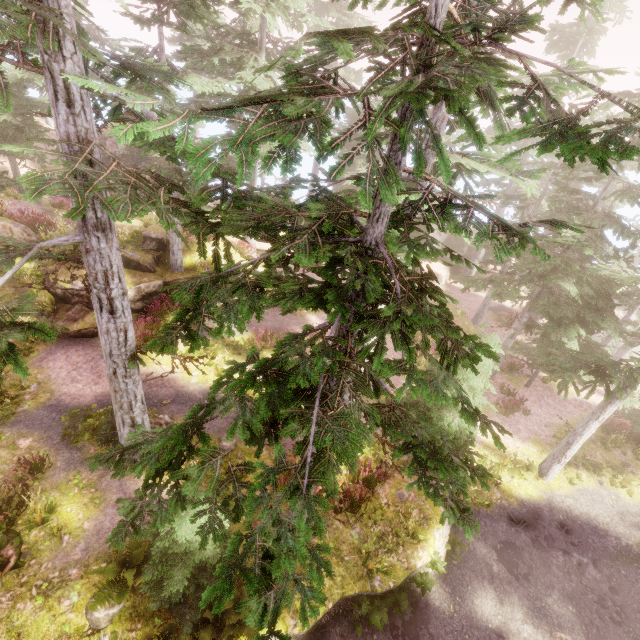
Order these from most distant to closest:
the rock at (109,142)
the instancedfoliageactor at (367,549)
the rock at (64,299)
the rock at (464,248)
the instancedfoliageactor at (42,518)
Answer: the rock at (464,248), the rock at (109,142), the rock at (64,299), the instancedfoliageactor at (367,549), the instancedfoliageactor at (42,518)

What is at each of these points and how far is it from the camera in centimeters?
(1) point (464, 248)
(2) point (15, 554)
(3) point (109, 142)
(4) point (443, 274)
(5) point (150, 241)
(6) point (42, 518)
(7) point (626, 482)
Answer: (1) rock, 3594cm
(2) tree trunk, 785cm
(3) rock, 3222cm
(4) rock, 3372cm
(5) rock, 1894cm
(6) instancedfoliageactor, 857cm
(7) instancedfoliageactor, 1608cm

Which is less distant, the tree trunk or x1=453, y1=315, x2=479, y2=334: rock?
the tree trunk

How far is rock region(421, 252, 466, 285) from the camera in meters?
33.7 m

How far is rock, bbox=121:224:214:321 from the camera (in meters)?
16.42

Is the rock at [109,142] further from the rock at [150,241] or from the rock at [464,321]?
the rock at [464,321]

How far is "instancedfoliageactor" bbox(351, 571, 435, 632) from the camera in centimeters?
915cm

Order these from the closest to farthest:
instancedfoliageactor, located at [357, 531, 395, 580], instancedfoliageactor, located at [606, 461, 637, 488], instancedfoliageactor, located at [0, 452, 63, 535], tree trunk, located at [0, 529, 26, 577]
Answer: tree trunk, located at [0, 529, 26, 577]
instancedfoliageactor, located at [0, 452, 63, 535]
instancedfoliageactor, located at [357, 531, 395, 580]
instancedfoliageactor, located at [606, 461, 637, 488]
